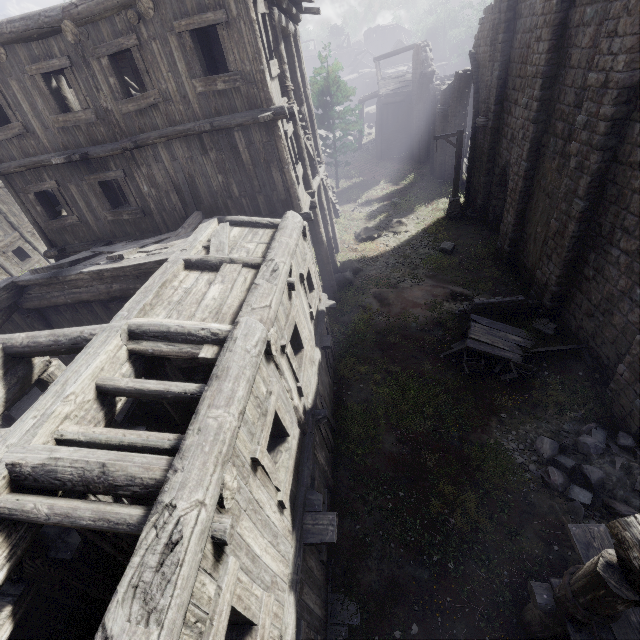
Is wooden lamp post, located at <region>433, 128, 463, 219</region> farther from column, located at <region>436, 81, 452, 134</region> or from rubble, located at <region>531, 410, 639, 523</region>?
rubble, located at <region>531, 410, 639, 523</region>

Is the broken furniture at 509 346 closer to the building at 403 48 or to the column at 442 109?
the building at 403 48

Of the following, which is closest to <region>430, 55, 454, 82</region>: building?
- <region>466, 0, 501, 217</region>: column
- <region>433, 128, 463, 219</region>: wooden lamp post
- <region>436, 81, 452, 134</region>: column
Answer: <region>466, 0, 501, 217</region>: column

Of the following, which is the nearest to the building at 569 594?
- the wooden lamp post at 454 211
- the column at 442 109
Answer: the column at 442 109

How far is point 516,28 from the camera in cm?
1353

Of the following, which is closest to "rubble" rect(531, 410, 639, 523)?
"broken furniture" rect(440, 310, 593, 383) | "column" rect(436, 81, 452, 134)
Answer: "broken furniture" rect(440, 310, 593, 383)

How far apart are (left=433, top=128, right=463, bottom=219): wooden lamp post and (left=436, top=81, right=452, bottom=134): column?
6.3m

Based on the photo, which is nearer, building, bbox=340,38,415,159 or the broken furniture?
the broken furniture
